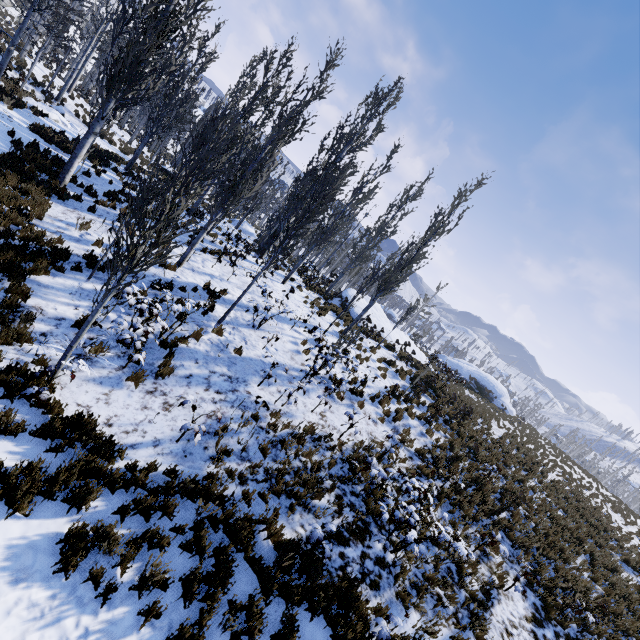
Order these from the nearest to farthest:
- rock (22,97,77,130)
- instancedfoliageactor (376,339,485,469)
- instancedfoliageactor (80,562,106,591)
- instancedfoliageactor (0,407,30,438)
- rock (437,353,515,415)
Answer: instancedfoliageactor (80,562,106,591) < instancedfoliageactor (0,407,30,438) < instancedfoliageactor (376,339,485,469) < rock (22,97,77,130) < rock (437,353,515,415)

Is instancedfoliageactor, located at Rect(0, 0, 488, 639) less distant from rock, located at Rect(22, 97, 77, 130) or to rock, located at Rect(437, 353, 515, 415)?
rock, located at Rect(22, 97, 77, 130)

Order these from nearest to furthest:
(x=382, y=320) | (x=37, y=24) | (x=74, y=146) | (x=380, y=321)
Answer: (x=74, y=146)
(x=37, y=24)
(x=380, y=321)
(x=382, y=320)

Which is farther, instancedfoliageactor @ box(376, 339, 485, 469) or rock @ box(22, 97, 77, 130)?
rock @ box(22, 97, 77, 130)

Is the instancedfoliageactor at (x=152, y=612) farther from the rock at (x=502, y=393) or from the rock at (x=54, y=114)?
the rock at (x=502, y=393)

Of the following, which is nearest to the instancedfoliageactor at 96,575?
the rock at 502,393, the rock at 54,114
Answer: the rock at 54,114

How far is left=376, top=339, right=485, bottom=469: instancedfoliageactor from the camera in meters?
12.5

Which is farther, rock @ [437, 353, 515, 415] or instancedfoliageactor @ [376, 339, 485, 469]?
rock @ [437, 353, 515, 415]
